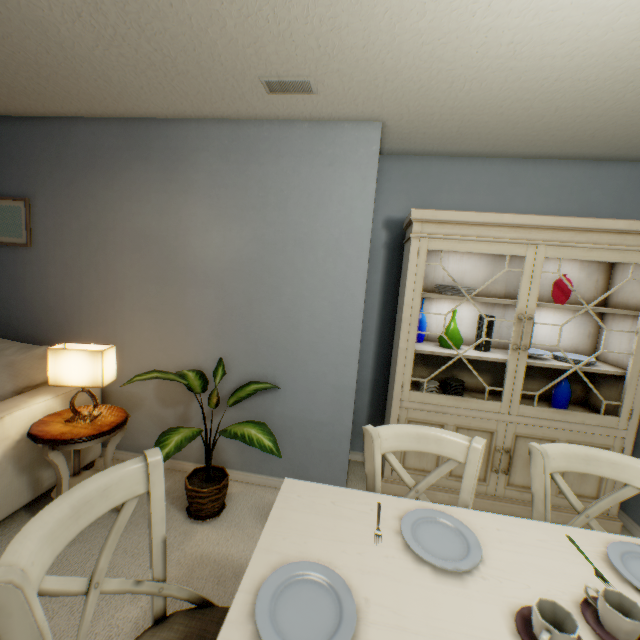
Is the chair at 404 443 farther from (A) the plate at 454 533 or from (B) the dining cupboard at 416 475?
(B) the dining cupboard at 416 475

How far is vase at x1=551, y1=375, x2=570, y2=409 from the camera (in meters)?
2.12

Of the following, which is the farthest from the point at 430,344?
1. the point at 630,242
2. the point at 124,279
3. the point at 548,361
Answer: the point at 124,279

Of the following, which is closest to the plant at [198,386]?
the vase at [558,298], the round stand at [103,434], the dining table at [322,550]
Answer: the round stand at [103,434]

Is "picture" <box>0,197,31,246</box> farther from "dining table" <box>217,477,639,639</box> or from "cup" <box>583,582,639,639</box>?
"cup" <box>583,582,639,639</box>

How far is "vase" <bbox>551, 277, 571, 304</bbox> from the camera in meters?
2.1 m

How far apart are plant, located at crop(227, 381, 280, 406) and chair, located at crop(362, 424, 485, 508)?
1.0 meters

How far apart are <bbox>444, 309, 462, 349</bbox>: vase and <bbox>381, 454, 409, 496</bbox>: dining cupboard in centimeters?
→ 12cm
